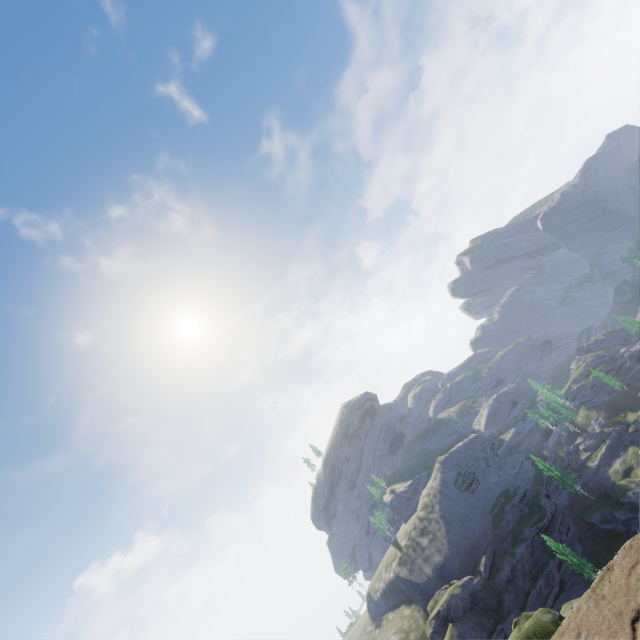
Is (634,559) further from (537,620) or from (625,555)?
(537,620)
